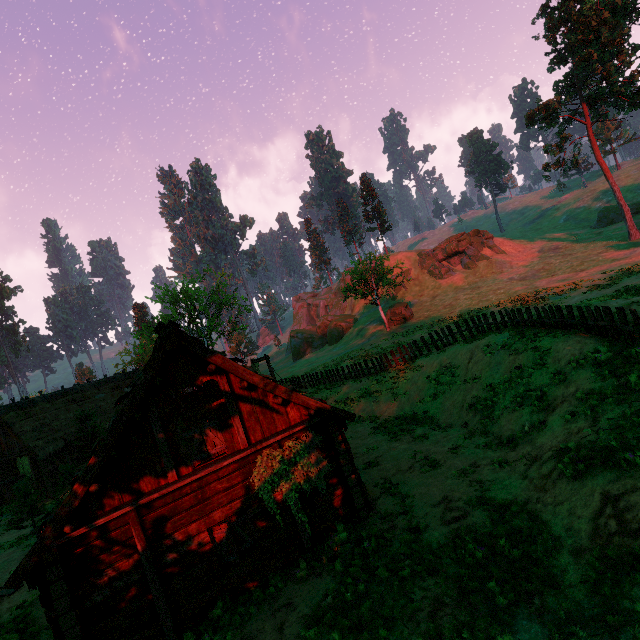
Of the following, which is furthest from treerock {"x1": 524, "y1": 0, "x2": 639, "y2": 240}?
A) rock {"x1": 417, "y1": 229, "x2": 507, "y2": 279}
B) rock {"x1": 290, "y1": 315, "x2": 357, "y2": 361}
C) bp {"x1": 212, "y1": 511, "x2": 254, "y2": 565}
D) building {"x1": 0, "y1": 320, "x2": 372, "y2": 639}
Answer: bp {"x1": 212, "y1": 511, "x2": 254, "y2": 565}

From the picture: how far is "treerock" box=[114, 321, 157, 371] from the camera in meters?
35.1 m

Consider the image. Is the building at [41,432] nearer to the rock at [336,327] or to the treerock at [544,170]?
the treerock at [544,170]

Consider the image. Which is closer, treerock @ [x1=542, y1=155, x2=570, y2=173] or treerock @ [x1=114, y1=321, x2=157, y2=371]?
treerock @ [x1=114, y1=321, x2=157, y2=371]

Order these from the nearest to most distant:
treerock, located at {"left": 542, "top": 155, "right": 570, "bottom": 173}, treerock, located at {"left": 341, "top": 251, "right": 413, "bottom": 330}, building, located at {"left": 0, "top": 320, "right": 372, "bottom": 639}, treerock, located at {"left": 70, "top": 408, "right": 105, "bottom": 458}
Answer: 1. building, located at {"left": 0, "top": 320, "right": 372, "bottom": 639}
2. treerock, located at {"left": 70, "top": 408, "right": 105, "bottom": 458}
3. treerock, located at {"left": 341, "top": 251, "right": 413, "bottom": 330}
4. treerock, located at {"left": 542, "top": 155, "right": 570, "bottom": 173}

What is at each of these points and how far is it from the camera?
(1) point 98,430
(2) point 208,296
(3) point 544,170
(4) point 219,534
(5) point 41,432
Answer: (1) treerock, 25.31m
(2) treerock, 39.38m
(3) treerock, 41.12m
(4) bp, 9.02m
(5) building, 25.67m

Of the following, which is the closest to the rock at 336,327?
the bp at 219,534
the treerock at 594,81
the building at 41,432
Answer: the treerock at 594,81
